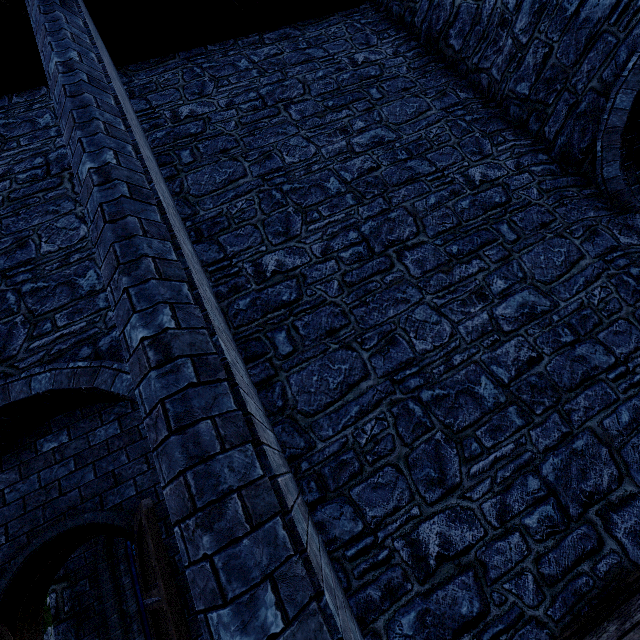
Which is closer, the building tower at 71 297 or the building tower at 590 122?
the building tower at 590 122

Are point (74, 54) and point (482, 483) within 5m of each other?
no

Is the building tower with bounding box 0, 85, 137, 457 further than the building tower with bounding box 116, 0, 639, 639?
Yes
